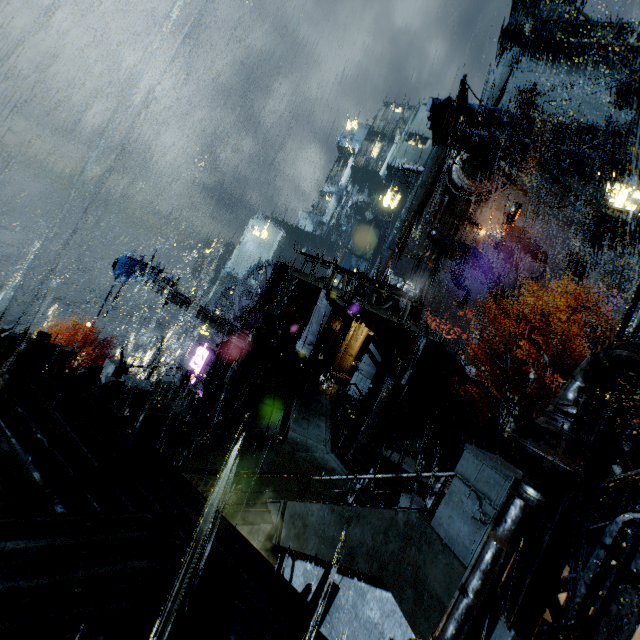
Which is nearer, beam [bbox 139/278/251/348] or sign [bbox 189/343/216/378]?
beam [bbox 139/278/251/348]

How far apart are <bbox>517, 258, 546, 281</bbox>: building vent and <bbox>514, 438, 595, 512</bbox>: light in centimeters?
4091cm

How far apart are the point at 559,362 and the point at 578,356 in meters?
2.2

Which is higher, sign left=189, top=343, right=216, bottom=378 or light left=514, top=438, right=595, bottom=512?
light left=514, top=438, right=595, bottom=512

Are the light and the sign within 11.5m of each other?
no

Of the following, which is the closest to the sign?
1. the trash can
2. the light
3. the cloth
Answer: the cloth

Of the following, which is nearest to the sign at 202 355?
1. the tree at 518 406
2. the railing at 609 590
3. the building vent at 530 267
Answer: the tree at 518 406

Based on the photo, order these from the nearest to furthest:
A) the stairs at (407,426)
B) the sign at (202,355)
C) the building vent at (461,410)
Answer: the stairs at (407,426) < the sign at (202,355) < the building vent at (461,410)
